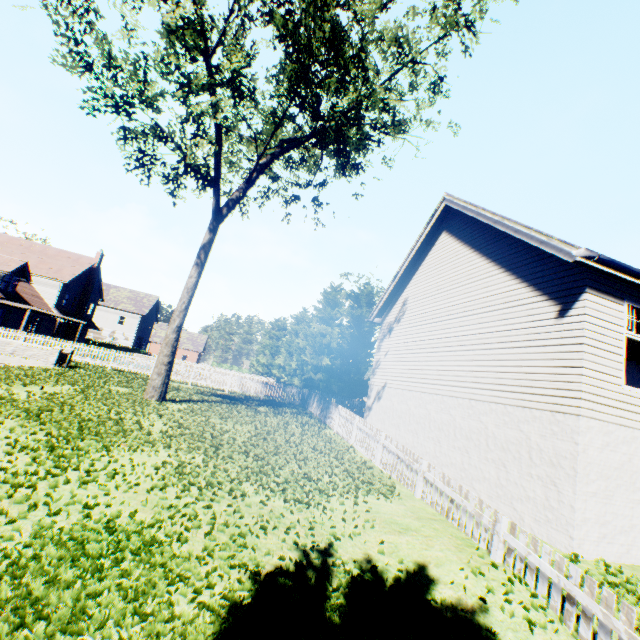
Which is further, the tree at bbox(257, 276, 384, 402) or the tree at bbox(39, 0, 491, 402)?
the tree at bbox(257, 276, 384, 402)

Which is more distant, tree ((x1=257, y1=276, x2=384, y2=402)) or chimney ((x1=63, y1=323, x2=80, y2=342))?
chimney ((x1=63, y1=323, x2=80, y2=342))

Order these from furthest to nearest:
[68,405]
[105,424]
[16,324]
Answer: [16,324] → [68,405] → [105,424]

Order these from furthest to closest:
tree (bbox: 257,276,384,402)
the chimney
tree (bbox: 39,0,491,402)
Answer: the chimney → tree (bbox: 257,276,384,402) → tree (bbox: 39,0,491,402)

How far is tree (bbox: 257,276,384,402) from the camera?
28.2m

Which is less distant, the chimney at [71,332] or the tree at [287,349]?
the tree at [287,349]

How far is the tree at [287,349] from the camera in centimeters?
2819cm

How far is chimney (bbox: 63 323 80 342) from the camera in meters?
37.5
